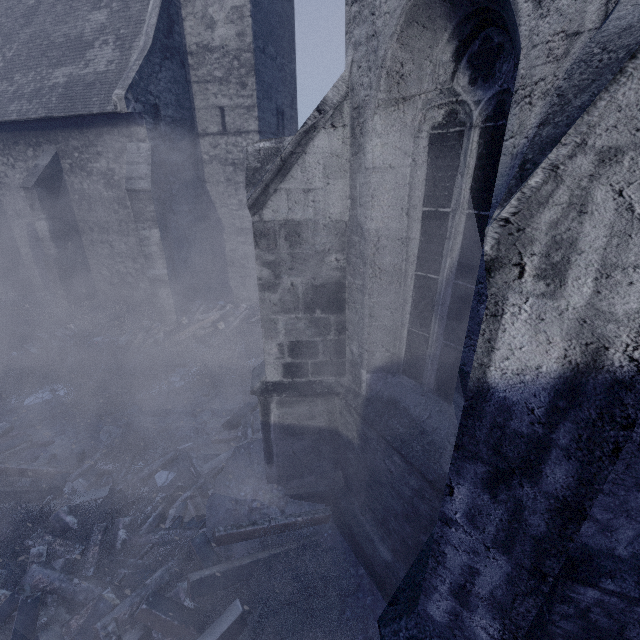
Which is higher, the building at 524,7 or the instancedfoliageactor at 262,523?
the building at 524,7

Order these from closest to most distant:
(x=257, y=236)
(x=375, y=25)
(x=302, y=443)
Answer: (x=375, y=25) → (x=257, y=236) → (x=302, y=443)

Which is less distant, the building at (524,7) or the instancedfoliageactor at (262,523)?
the building at (524,7)

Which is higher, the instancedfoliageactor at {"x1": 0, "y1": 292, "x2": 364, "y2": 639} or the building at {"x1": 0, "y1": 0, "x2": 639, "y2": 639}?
the building at {"x1": 0, "y1": 0, "x2": 639, "y2": 639}

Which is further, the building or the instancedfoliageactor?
the instancedfoliageactor
